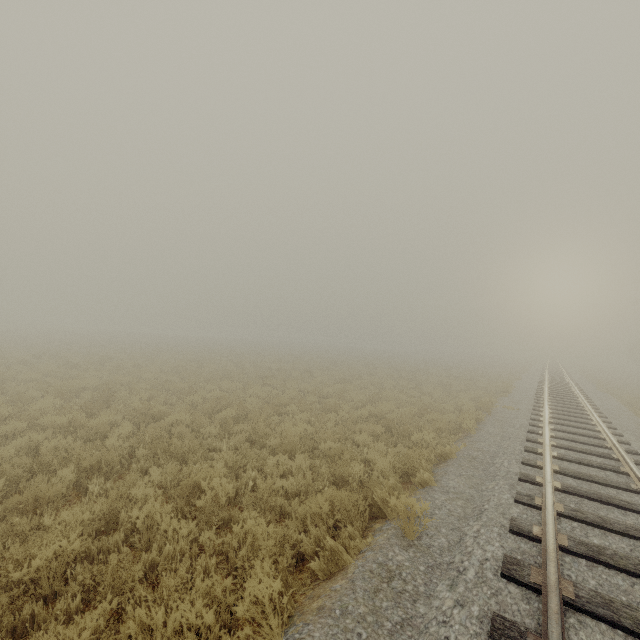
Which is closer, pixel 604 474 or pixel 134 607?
pixel 134 607
